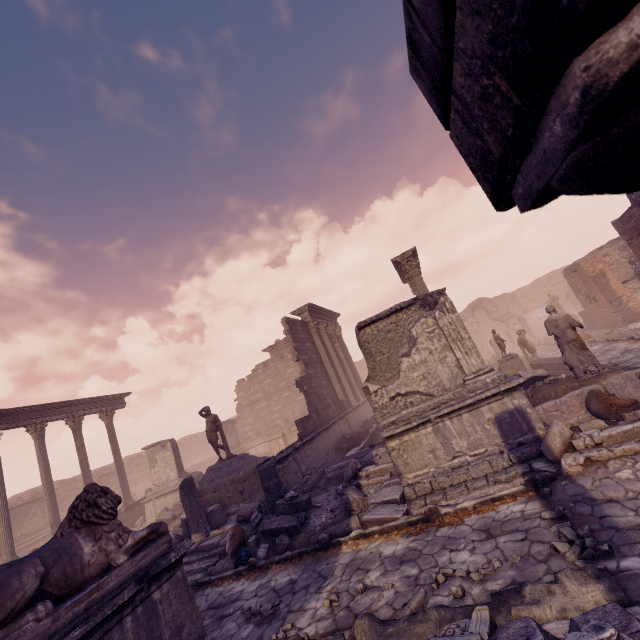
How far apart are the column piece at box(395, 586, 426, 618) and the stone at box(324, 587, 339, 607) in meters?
1.1

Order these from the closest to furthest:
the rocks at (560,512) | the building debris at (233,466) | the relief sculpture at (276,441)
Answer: the rocks at (560,512)
the building debris at (233,466)
the relief sculpture at (276,441)

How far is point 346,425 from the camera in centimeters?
1589cm

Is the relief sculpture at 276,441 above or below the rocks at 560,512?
above

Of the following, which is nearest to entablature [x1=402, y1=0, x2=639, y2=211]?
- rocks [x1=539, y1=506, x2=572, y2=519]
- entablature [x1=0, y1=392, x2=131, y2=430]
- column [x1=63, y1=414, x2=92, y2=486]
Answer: rocks [x1=539, y1=506, x2=572, y2=519]

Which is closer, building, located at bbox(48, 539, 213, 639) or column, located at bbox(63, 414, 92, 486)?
building, located at bbox(48, 539, 213, 639)

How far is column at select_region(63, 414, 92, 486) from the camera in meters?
17.0

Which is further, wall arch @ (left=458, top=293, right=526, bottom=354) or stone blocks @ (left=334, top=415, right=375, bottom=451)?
wall arch @ (left=458, top=293, right=526, bottom=354)
